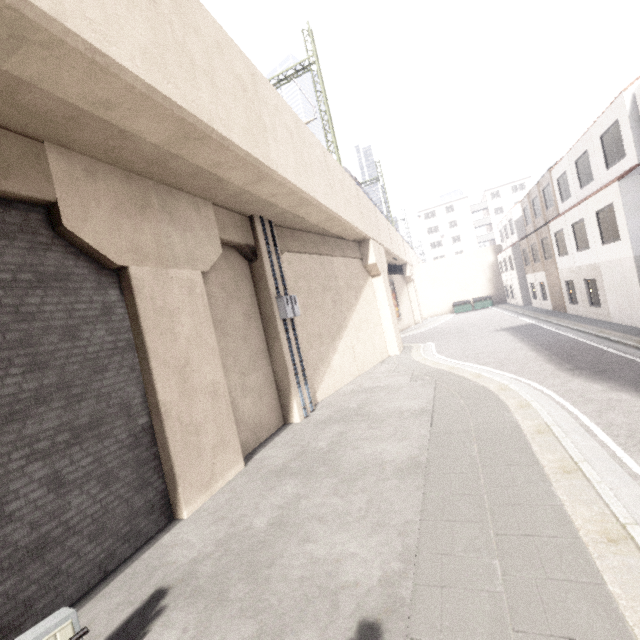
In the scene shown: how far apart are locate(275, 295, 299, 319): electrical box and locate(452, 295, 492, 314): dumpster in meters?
33.2 m

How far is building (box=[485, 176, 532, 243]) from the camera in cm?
5769

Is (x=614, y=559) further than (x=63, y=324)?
No

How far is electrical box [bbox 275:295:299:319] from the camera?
10.6 meters

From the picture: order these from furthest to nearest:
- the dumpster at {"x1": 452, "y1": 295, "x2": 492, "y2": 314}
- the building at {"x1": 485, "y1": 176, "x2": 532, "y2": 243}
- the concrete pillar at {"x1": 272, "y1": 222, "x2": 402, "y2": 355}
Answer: the building at {"x1": 485, "y1": 176, "x2": 532, "y2": 243}, the dumpster at {"x1": 452, "y1": 295, "x2": 492, "y2": 314}, the concrete pillar at {"x1": 272, "y1": 222, "x2": 402, "y2": 355}

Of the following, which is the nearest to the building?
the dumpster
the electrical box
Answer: the dumpster

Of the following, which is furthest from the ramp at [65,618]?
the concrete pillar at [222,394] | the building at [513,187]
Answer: the building at [513,187]

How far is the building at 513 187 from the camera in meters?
57.7 m
